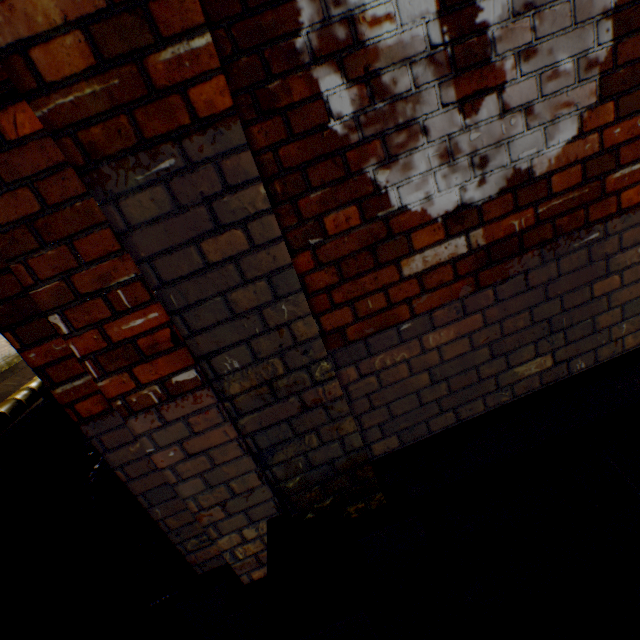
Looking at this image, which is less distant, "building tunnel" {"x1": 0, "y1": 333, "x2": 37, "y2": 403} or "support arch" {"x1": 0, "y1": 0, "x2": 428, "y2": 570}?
"support arch" {"x1": 0, "y1": 0, "x2": 428, "y2": 570}

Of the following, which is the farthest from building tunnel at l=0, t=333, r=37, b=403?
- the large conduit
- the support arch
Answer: the support arch

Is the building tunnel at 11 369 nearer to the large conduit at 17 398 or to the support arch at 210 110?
the large conduit at 17 398

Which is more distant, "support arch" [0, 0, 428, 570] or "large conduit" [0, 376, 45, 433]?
"large conduit" [0, 376, 45, 433]

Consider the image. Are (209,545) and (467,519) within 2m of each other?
yes

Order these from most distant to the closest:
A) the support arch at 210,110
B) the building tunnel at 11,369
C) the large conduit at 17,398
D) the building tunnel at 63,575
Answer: the building tunnel at 11,369
the large conduit at 17,398
the building tunnel at 63,575
the support arch at 210,110
